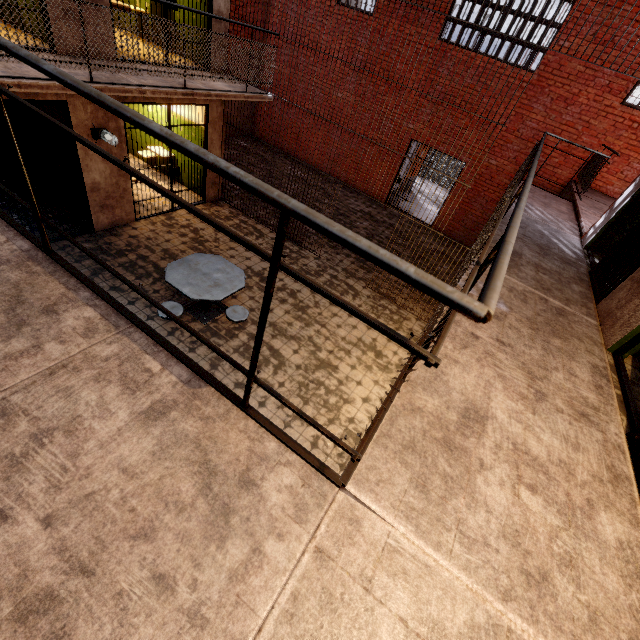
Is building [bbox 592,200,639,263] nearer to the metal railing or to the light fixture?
the metal railing

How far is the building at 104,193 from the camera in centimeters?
598cm

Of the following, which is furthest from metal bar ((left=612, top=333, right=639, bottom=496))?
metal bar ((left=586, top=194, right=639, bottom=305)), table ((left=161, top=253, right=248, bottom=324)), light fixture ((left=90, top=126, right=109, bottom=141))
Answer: light fixture ((left=90, top=126, right=109, bottom=141))

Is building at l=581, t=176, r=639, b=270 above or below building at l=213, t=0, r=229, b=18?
below

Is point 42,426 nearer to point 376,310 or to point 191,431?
point 191,431

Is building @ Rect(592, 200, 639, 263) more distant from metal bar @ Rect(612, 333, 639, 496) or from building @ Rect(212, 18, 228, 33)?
building @ Rect(212, 18, 228, 33)

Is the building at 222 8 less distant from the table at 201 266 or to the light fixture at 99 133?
the light fixture at 99 133

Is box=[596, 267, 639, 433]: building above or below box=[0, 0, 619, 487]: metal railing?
below
